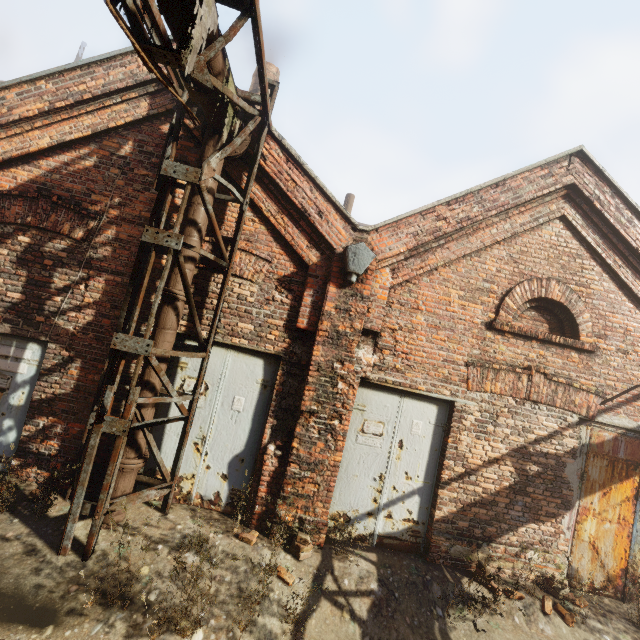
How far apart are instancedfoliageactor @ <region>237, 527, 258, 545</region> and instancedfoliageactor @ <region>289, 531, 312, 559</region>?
0.5m

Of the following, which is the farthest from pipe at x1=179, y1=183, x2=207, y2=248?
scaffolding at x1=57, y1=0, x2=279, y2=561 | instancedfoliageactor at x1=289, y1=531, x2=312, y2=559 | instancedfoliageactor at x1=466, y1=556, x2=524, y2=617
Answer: instancedfoliageactor at x1=466, y1=556, x2=524, y2=617

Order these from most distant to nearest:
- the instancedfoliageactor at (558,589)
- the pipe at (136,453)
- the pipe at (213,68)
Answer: the instancedfoliageactor at (558,589), the pipe at (136,453), the pipe at (213,68)

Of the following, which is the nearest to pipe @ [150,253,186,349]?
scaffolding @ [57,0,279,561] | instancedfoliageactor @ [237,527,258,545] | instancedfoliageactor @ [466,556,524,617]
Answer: scaffolding @ [57,0,279,561]

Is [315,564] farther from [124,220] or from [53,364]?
[124,220]

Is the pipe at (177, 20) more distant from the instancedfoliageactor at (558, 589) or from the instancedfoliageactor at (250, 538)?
the instancedfoliageactor at (558, 589)

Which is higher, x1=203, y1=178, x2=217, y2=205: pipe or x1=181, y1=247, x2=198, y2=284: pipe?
x1=203, y1=178, x2=217, y2=205: pipe

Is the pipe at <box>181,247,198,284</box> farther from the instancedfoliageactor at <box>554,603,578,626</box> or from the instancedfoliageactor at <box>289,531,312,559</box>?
the instancedfoliageactor at <box>554,603,578,626</box>
